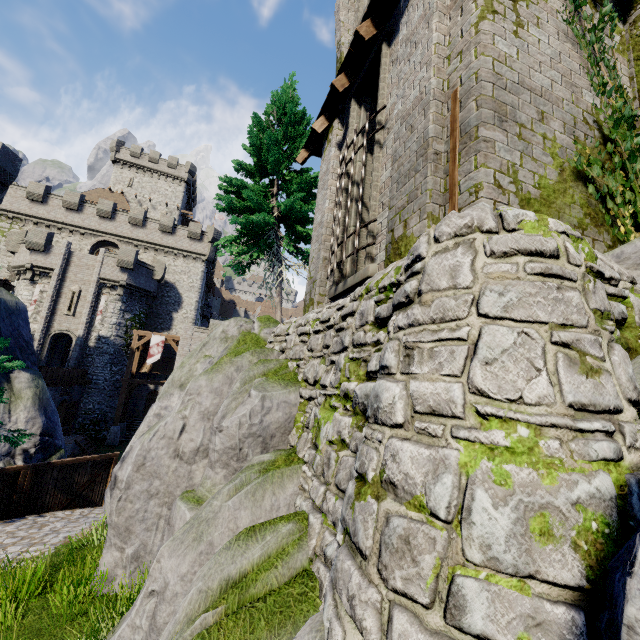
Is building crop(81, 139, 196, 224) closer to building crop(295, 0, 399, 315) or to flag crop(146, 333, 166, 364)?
flag crop(146, 333, 166, 364)

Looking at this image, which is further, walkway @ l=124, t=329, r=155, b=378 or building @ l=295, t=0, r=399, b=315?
walkway @ l=124, t=329, r=155, b=378

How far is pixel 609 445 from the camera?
1.63m

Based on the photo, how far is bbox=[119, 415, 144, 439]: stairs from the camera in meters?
29.6

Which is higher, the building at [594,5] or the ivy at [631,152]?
the building at [594,5]

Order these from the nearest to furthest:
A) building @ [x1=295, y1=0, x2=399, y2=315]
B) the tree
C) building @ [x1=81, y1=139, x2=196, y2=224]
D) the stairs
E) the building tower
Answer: building @ [x1=295, y1=0, x2=399, y2=315] → the tree → the stairs → the building tower → building @ [x1=81, y1=139, x2=196, y2=224]

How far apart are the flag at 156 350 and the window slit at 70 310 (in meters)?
6.73

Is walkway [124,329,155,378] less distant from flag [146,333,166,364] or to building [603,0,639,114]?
flag [146,333,166,364]
